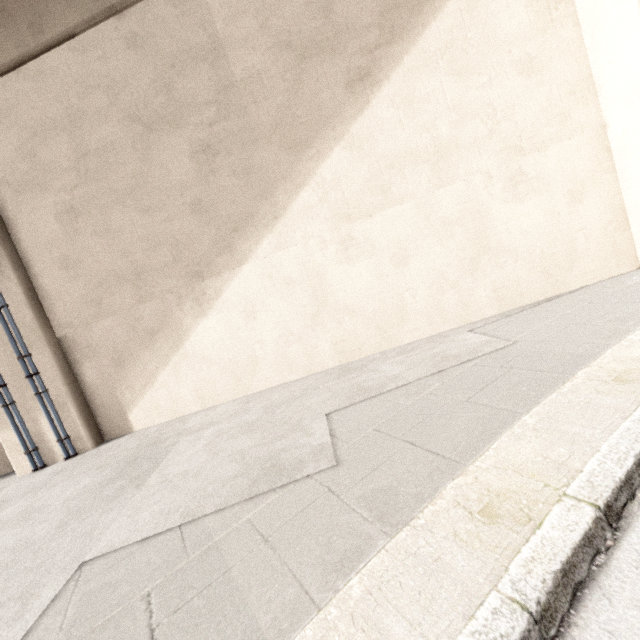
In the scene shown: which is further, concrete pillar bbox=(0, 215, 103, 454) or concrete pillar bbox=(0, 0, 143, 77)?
concrete pillar bbox=(0, 215, 103, 454)

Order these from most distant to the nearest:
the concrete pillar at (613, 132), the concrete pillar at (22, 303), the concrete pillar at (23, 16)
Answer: the concrete pillar at (22, 303) < the concrete pillar at (23, 16) < the concrete pillar at (613, 132)

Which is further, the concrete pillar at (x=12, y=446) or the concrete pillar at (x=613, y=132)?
the concrete pillar at (x=12, y=446)

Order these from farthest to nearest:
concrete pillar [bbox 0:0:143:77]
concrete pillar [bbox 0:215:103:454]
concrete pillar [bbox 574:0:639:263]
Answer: concrete pillar [bbox 0:215:103:454] → concrete pillar [bbox 0:0:143:77] → concrete pillar [bbox 574:0:639:263]

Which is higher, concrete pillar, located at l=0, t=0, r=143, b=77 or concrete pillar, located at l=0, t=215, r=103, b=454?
concrete pillar, located at l=0, t=0, r=143, b=77

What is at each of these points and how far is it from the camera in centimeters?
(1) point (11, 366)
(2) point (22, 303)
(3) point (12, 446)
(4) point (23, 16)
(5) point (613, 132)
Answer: (1) concrete pillar, 527cm
(2) concrete pillar, 520cm
(3) concrete pillar, 538cm
(4) concrete pillar, 471cm
(5) concrete pillar, 421cm
